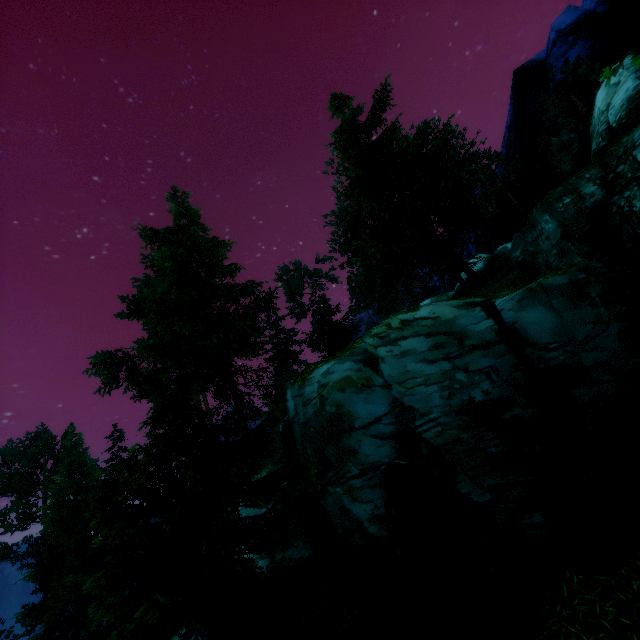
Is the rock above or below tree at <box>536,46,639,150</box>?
below

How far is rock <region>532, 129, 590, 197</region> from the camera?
21.50m

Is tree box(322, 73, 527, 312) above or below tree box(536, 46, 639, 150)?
below

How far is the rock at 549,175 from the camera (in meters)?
21.50

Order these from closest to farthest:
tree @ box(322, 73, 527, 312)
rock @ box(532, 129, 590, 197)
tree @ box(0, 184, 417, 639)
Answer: tree @ box(0, 184, 417, 639) → tree @ box(322, 73, 527, 312) → rock @ box(532, 129, 590, 197)

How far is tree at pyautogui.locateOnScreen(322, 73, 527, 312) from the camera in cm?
1404

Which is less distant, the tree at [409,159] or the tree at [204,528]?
the tree at [204,528]

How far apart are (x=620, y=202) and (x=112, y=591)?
14.1 meters
